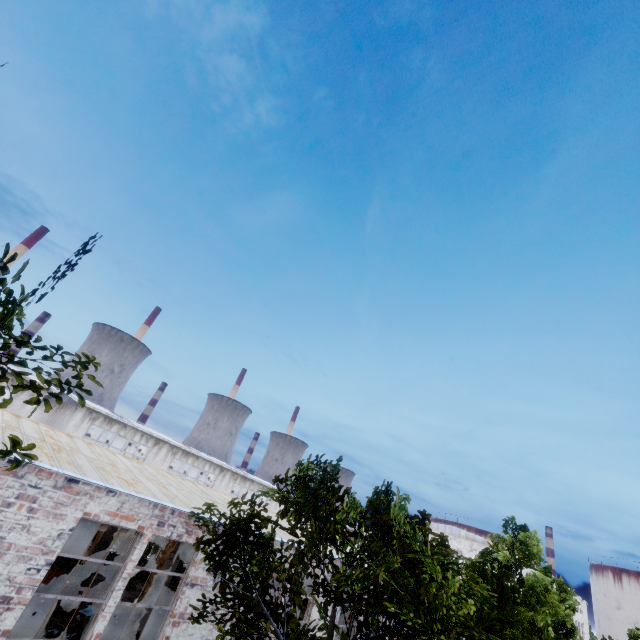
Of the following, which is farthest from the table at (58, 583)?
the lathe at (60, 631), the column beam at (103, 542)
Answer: the lathe at (60, 631)

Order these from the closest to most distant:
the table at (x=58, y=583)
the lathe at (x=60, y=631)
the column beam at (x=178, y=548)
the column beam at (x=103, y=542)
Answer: the lathe at (x=60, y=631)
the column beam at (x=178, y=548)
the table at (x=58, y=583)
the column beam at (x=103, y=542)

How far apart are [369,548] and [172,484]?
9.42m

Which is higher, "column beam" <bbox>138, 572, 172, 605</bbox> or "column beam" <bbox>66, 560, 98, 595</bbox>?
"column beam" <bbox>138, 572, 172, 605</bbox>

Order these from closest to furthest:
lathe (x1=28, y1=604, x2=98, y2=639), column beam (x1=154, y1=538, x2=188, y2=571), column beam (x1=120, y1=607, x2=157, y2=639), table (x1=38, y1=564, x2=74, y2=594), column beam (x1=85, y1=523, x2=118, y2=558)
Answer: lathe (x1=28, y1=604, x2=98, y2=639), column beam (x1=120, y1=607, x2=157, y2=639), column beam (x1=154, y1=538, x2=188, y2=571), table (x1=38, y1=564, x2=74, y2=594), column beam (x1=85, y1=523, x2=118, y2=558)

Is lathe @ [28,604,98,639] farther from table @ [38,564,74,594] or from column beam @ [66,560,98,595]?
table @ [38,564,74,594]
